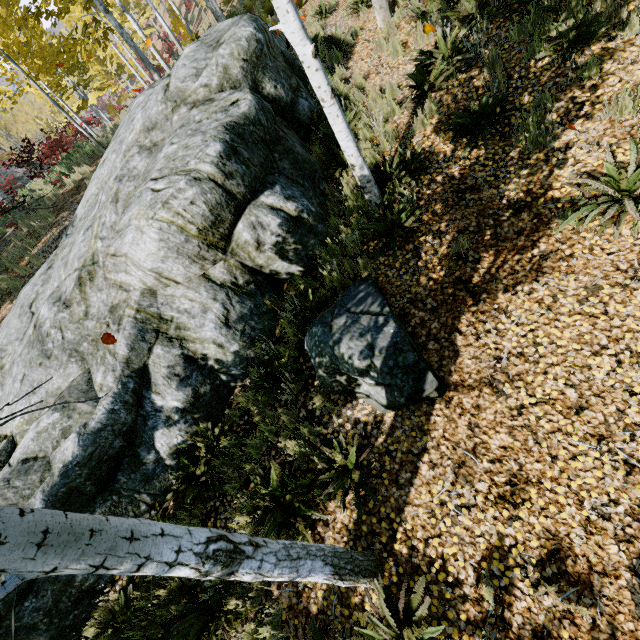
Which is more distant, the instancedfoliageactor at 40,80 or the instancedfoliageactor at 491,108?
the instancedfoliageactor at 40,80

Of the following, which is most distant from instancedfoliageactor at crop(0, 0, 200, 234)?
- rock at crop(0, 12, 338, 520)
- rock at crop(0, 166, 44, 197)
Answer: rock at crop(0, 166, 44, 197)

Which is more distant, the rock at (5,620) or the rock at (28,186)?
the rock at (28,186)

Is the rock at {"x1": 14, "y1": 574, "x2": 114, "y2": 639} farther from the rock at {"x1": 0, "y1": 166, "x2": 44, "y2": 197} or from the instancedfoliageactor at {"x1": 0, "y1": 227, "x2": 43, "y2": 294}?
the rock at {"x1": 0, "y1": 166, "x2": 44, "y2": 197}

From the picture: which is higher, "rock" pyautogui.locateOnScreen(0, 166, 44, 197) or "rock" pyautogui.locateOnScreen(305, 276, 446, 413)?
"rock" pyautogui.locateOnScreen(0, 166, 44, 197)

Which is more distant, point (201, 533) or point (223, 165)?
point (223, 165)
